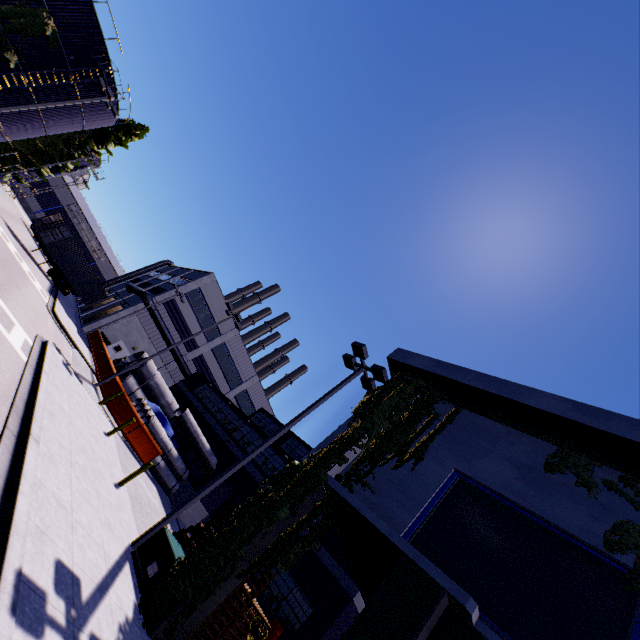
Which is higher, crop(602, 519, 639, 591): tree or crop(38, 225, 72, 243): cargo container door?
crop(602, 519, 639, 591): tree

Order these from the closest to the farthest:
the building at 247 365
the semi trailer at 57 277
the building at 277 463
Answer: the building at 277 463 → the building at 247 365 → the semi trailer at 57 277

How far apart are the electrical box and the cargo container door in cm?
1235

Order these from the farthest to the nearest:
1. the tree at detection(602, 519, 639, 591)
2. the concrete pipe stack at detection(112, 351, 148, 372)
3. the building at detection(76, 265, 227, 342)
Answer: the building at detection(76, 265, 227, 342) < the concrete pipe stack at detection(112, 351, 148, 372) < the tree at detection(602, 519, 639, 591)

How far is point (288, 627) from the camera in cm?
1427

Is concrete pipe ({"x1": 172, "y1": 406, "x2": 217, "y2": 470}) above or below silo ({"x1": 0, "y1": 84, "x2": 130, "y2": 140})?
below

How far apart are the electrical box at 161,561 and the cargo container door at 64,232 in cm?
1235

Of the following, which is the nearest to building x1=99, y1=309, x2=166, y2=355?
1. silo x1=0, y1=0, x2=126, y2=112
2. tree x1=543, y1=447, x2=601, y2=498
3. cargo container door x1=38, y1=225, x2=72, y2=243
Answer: tree x1=543, y1=447, x2=601, y2=498
